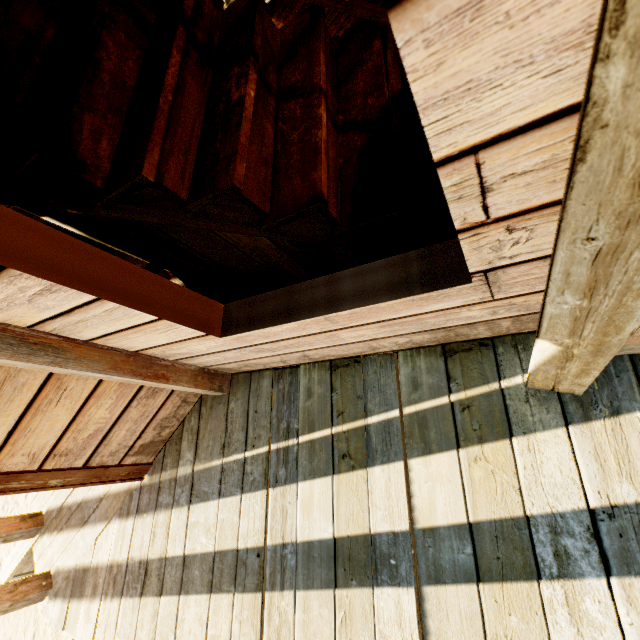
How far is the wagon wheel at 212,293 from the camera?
2.0 meters

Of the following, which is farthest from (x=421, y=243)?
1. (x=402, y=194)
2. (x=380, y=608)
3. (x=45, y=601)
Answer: (x=45, y=601)

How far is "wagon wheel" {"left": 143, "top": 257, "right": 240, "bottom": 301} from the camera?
2.0 meters

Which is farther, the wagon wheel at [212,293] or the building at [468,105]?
the wagon wheel at [212,293]

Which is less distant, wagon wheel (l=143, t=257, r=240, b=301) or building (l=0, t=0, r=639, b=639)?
building (l=0, t=0, r=639, b=639)
